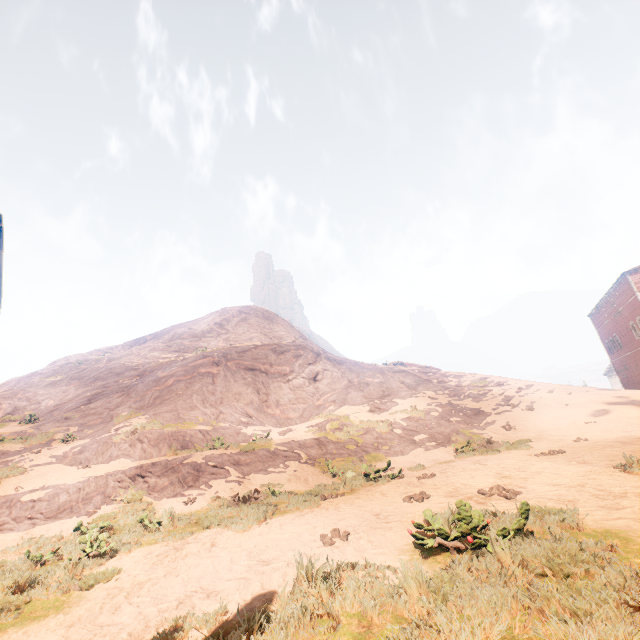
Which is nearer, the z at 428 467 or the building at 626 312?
the z at 428 467

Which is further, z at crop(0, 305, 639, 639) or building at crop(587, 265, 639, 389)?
building at crop(587, 265, 639, 389)

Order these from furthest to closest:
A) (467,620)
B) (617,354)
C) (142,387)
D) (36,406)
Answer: (617,354), (36,406), (142,387), (467,620)
